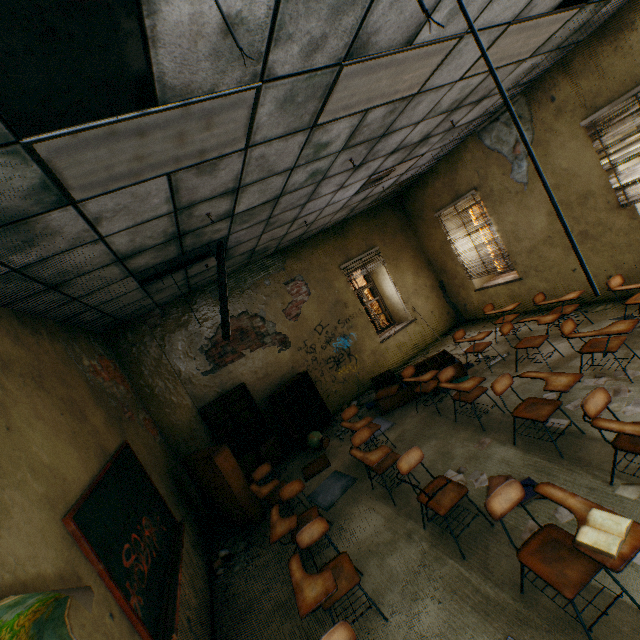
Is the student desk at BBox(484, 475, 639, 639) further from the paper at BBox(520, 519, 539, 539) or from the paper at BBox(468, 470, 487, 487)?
the paper at BBox(468, 470, 487, 487)

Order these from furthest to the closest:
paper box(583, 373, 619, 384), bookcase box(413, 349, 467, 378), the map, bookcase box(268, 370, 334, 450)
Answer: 1. bookcase box(268, 370, 334, 450)
2. bookcase box(413, 349, 467, 378)
3. paper box(583, 373, 619, 384)
4. the map

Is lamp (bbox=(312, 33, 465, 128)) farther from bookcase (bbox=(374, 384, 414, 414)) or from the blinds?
bookcase (bbox=(374, 384, 414, 414))

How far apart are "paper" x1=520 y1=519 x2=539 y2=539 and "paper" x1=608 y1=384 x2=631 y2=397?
1.45m

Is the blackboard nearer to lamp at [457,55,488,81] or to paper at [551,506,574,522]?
paper at [551,506,574,522]

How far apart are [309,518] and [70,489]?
2.4 meters

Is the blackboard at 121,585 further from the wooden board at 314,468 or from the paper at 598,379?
the paper at 598,379

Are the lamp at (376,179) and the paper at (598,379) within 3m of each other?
no
